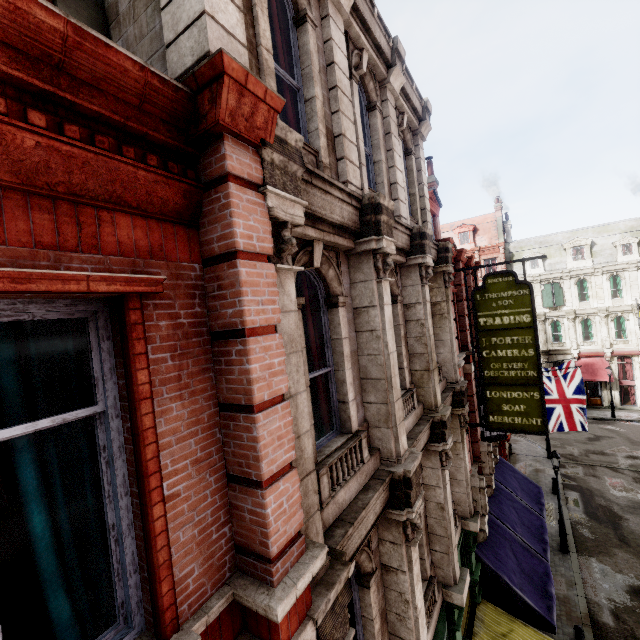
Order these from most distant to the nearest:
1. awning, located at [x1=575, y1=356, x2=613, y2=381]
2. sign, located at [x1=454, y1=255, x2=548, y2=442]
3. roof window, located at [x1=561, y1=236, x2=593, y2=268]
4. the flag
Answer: roof window, located at [x1=561, y1=236, x2=593, y2=268] < awning, located at [x1=575, y1=356, x2=613, y2=381] < the flag < sign, located at [x1=454, y1=255, x2=548, y2=442]

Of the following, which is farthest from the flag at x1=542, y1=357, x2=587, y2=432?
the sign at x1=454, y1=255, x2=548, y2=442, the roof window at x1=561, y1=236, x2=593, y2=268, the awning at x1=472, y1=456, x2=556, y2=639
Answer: the roof window at x1=561, y1=236, x2=593, y2=268

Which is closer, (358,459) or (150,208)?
(150,208)

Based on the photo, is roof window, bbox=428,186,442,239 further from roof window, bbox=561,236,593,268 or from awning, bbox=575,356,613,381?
roof window, bbox=561,236,593,268

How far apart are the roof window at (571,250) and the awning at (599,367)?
9.0 meters

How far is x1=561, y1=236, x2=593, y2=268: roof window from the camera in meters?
32.6

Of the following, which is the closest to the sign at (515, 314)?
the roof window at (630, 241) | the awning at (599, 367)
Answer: the awning at (599, 367)

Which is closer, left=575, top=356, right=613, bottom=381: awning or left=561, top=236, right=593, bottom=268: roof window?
left=575, top=356, right=613, bottom=381: awning
